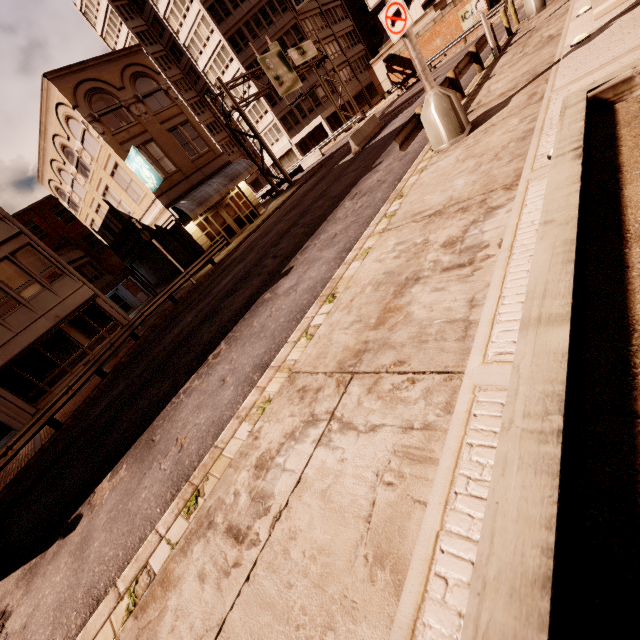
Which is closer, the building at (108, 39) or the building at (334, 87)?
the building at (108, 39)

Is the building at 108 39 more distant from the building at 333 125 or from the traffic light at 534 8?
the traffic light at 534 8

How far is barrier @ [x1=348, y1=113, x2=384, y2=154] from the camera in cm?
1955

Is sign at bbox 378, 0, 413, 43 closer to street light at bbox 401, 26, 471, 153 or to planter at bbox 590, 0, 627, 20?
street light at bbox 401, 26, 471, 153

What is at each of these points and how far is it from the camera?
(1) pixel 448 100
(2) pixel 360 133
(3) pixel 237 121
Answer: (1) street light, 7.4 meters
(2) barrier, 20.0 meters
(3) building, 51.4 meters

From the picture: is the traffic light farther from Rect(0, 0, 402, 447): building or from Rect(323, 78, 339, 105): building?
Rect(323, 78, 339, 105): building

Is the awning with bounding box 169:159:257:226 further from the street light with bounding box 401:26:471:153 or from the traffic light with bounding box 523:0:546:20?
the street light with bounding box 401:26:471:153

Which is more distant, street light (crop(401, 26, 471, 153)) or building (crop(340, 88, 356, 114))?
building (crop(340, 88, 356, 114))
